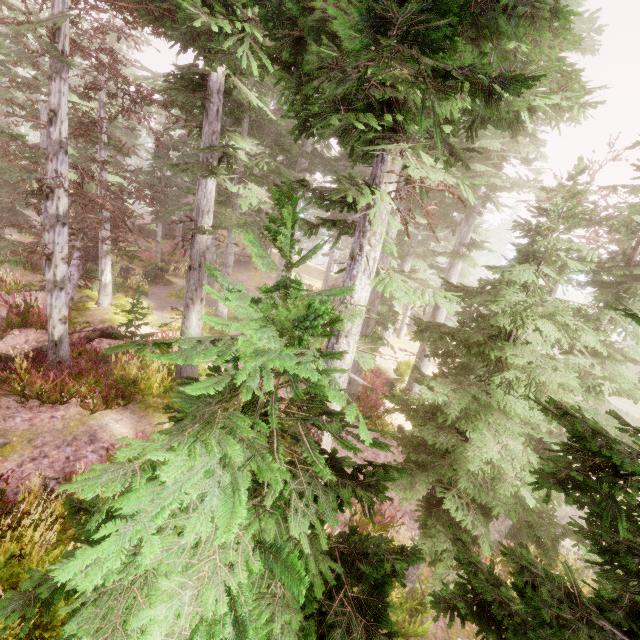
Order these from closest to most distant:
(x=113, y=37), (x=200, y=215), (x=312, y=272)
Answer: (x=200, y=215) → (x=113, y=37) → (x=312, y=272)

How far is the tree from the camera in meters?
15.3

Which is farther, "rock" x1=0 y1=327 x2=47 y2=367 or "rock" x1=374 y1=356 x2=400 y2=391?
"rock" x1=374 y1=356 x2=400 y2=391

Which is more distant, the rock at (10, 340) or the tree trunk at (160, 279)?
the tree trunk at (160, 279)

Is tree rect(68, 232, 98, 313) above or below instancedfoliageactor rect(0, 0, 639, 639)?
below

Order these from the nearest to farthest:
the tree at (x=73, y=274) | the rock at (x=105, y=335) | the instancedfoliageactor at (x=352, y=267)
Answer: the instancedfoliageactor at (x=352, y=267)
the rock at (x=105, y=335)
the tree at (x=73, y=274)

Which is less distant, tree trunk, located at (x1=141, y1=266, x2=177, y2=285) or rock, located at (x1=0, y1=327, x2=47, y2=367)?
rock, located at (x1=0, y1=327, x2=47, y2=367)

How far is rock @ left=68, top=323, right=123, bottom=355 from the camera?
10.7m
